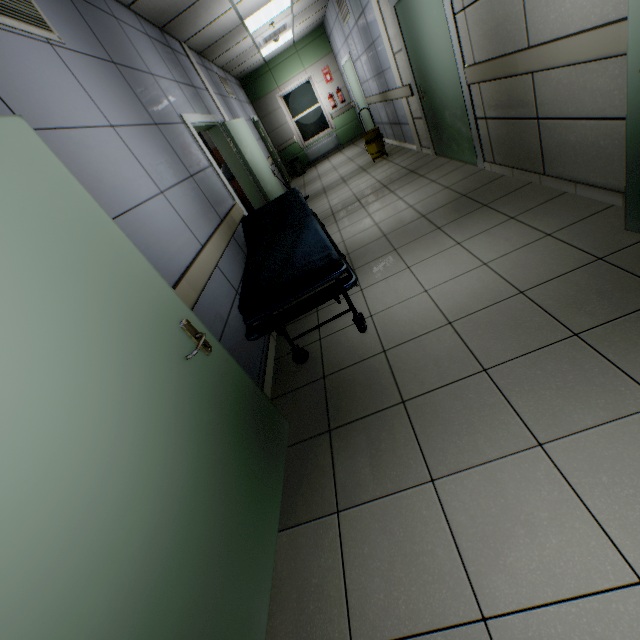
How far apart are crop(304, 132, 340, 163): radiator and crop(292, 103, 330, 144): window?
0.1 meters

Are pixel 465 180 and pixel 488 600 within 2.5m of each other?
no

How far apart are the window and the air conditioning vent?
3.06m

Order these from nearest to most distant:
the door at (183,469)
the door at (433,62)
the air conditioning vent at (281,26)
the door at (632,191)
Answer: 1. the door at (183,469)
2. the door at (632,191)
3. the door at (433,62)
4. the air conditioning vent at (281,26)

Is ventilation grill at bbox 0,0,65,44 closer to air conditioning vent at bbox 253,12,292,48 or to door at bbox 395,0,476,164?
door at bbox 395,0,476,164

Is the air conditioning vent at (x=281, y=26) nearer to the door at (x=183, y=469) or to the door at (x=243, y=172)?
the door at (x=243, y=172)

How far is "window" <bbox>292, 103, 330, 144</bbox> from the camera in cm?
1089

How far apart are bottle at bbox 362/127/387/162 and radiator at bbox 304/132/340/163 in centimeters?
408cm
